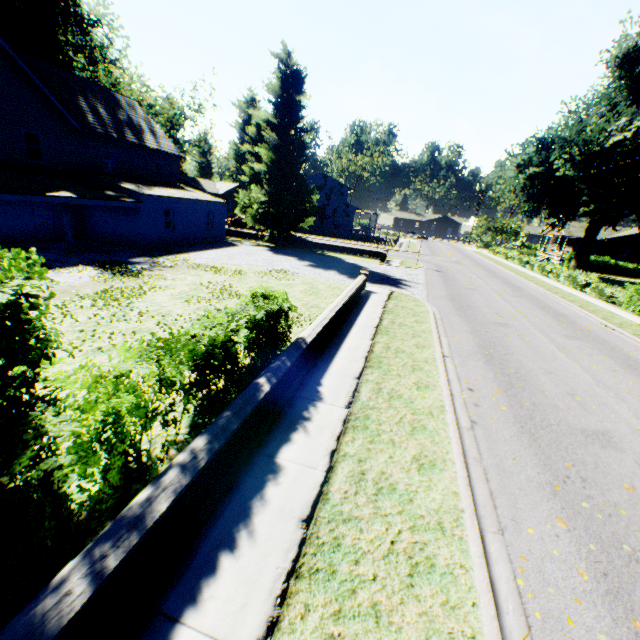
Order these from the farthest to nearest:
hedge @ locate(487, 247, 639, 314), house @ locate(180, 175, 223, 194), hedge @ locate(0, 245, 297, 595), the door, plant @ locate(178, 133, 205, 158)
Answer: house @ locate(180, 175, 223, 194)
plant @ locate(178, 133, 205, 158)
hedge @ locate(487, 247, 639, 314)
the door
hedge @ locate(0, 245, 297, 595)

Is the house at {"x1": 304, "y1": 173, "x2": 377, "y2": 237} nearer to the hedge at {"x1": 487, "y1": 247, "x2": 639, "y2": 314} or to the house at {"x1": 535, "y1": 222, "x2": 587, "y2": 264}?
the hedge at {"x1": 487, "y1": 247, "x2": 639, "y2": 314}

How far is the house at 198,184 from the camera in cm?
5588

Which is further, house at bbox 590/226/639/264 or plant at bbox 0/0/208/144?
house at bbox 590/226/639/264

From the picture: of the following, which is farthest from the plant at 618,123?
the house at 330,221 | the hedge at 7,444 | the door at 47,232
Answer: the door at 47,232

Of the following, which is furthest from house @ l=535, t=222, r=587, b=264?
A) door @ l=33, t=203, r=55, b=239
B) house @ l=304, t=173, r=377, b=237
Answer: door @ l=33, t=203, r=55, b=239

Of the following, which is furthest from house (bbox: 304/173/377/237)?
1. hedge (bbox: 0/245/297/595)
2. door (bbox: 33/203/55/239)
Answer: door (bbox: 33/203/55/239)

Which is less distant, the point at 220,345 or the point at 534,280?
the point at 220,345
